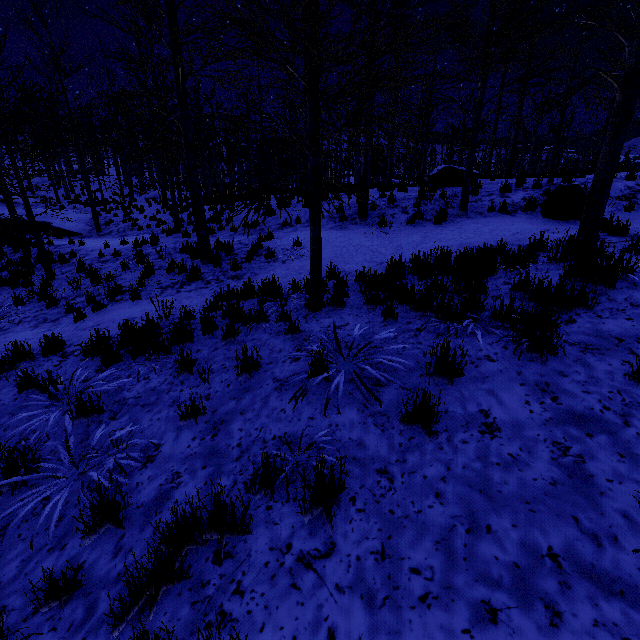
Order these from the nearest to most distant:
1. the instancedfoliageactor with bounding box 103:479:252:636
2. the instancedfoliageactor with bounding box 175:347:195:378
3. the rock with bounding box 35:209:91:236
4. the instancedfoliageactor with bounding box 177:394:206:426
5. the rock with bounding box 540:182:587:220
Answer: A:
1. the instancedfoliageactor with bounding box 103:479:252:636
2. the instancedfoliageactor with bounding box 177:394:206:426
3. the instancedfoliageactor with bounding box 175:347:195:378
4. the rock with bounding box 540:182:587:220
5. the rock with bounding box 35:209:91:236

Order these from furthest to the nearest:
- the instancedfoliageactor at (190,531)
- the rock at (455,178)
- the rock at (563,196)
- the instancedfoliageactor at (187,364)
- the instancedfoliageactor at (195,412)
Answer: the rock at (455,178) < the rock at (563,196) < the instancedfoliageactor at (187,364) < the instancedfoliageactor at (195,412) < the instancedfoliageactor at (190,531)

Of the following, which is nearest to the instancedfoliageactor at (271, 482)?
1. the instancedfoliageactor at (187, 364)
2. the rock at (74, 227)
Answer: the instancedfoliageactor at (187, 364)

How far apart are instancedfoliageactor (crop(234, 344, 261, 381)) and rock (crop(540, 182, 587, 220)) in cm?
877

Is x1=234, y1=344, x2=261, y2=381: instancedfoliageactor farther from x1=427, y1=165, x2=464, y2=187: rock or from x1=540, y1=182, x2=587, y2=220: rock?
x1=427, y1=165, x2=464, y2=187: rock

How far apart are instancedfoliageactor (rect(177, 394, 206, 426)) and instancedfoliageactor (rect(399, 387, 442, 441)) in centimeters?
187cm

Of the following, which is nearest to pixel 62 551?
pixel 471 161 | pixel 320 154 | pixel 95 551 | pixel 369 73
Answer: pixel 95 551

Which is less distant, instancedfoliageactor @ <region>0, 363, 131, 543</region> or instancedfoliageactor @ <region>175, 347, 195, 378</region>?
instancedfoliageactor @ <region>0, 363, 131, 543</region>
